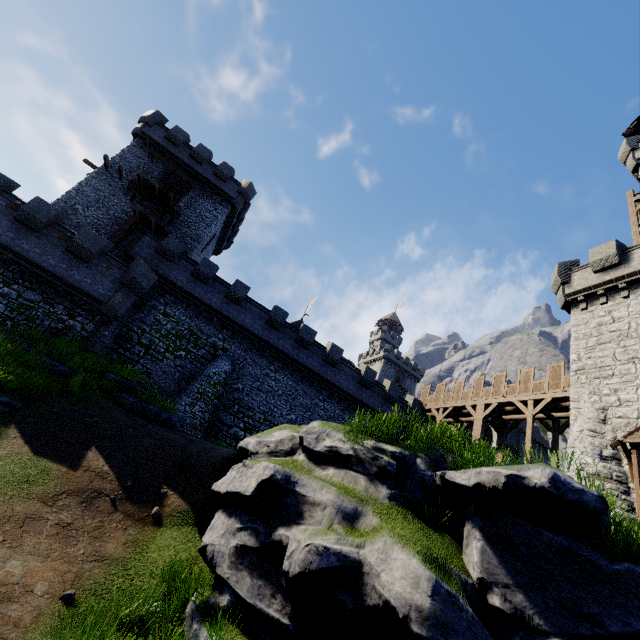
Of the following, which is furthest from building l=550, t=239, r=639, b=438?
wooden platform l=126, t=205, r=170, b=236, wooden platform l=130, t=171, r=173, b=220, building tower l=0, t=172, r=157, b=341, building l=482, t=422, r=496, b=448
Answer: wooden platform l=130, t=171, r=173, b=220

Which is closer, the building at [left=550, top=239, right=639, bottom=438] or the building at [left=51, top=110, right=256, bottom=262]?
the building at [left=550, top=239, right=639, bottom=438]

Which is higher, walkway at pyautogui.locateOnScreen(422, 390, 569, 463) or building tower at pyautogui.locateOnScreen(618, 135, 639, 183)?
building tower at pyautogui.locateOnScreen(618, 135, 639, 183)

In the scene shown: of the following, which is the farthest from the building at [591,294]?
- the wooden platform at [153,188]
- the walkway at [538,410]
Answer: the wooden platform at [153,188]

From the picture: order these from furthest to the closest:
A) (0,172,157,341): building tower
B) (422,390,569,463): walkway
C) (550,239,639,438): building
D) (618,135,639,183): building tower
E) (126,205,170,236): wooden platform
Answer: (618,135,639,183): building tower → (126,205,170,236): wooden platform → (422,390,569,463): walkway → (0,172,157,341): building tower → (550,239,639,438): building

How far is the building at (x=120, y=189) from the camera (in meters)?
25.34

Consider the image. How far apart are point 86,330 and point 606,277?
30.9m

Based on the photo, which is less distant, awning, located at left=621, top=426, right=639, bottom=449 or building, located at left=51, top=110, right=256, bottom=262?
awning, located at left=621, top=426, right=639, bottom=449
